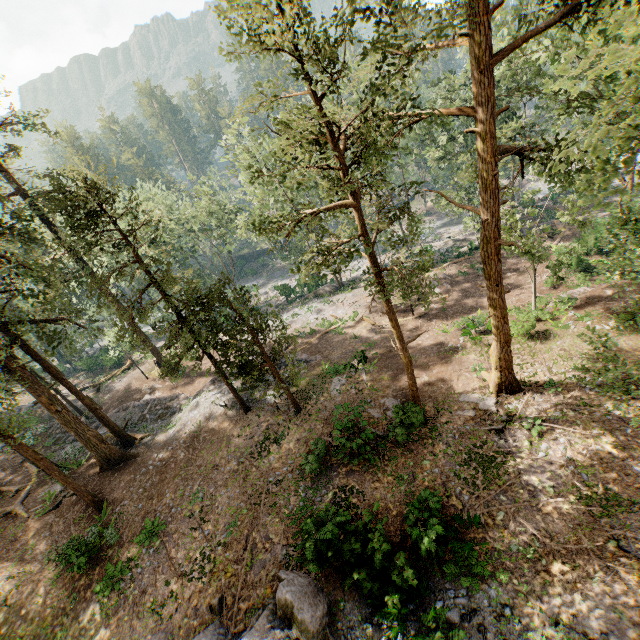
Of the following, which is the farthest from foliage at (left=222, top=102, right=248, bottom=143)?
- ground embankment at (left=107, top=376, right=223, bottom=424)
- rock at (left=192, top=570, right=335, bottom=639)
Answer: rock at (left=192, top=570, right=335, bottom=639)

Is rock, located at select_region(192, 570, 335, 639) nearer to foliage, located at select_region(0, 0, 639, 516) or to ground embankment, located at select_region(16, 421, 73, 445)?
foliage, located at select_region(0, 0, 639, 516)

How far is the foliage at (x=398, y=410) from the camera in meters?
16.0

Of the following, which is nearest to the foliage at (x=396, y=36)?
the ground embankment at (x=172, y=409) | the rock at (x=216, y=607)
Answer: the ground embankment at (x=172, y=409)

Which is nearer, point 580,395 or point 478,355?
point 580,395

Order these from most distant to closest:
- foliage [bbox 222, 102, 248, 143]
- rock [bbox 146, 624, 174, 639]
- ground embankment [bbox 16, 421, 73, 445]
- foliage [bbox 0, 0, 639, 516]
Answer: ground embankment [bbox 16, 421, 73, 445], rock [bbox 146, 624, 174, 639], foliage [bbox 222, 102, 248, 143], foliage [bbox 0, 0, 639, 516]

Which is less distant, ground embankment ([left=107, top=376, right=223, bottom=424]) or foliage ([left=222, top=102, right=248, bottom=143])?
foliage ([left=222, top=102, right=248, bottom=143])
